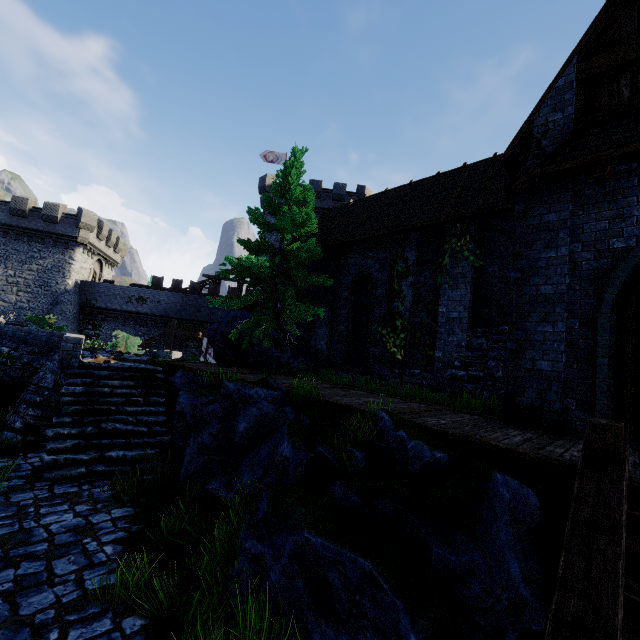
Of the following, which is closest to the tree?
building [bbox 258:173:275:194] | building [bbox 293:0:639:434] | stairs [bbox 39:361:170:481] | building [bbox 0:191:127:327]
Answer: building [bbox 293:0:639:434]

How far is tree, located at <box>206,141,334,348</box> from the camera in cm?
1177

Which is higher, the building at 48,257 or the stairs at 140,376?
the building at 48,257

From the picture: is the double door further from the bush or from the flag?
the flag

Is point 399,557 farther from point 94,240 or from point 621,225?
point 94,240

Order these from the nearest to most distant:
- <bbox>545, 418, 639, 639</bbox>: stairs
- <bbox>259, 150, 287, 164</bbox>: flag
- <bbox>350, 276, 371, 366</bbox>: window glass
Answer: <bbox>545, 418, 639, 639</bbox>: stairs < <bbox>350, 276, 371, 366</bbox>: window glass < <bbox>259, 150, 287, 164</bbox>: flag

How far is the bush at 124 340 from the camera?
18.7m

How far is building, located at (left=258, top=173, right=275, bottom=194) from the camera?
32.66m
